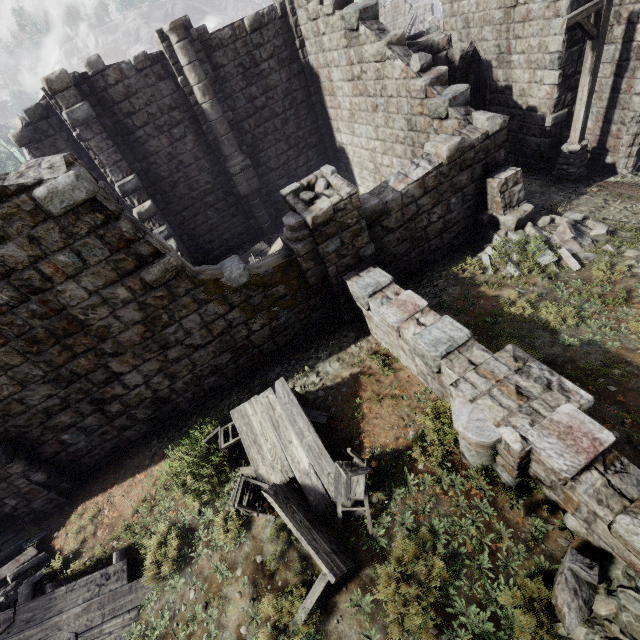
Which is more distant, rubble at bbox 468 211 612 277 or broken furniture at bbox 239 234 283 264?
broken furniture at bbox 239 234 283 264

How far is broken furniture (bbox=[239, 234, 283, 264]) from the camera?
13.2m

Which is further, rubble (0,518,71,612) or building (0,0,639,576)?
rubble (0,518,71,612)

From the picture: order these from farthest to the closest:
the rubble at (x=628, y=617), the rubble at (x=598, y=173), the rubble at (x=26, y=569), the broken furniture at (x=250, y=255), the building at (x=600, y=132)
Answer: the broken furniture at (x=250, y=255) < the rubble at (x=598, y=173) < the building at (x=600, y=132) < the rubble at (x=26, y=569) < the rubble at (x=628, y=617)

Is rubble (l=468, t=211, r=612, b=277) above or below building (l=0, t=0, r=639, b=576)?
below

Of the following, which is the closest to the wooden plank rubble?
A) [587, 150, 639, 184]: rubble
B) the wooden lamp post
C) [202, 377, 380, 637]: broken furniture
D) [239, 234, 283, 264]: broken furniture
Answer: [202, 377, 380, 637]: broken furniture

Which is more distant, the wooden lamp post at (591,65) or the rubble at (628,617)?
the wooden lamp post at (591,65)

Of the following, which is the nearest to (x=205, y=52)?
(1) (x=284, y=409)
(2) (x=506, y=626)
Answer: (1) (x=284, y=409)
